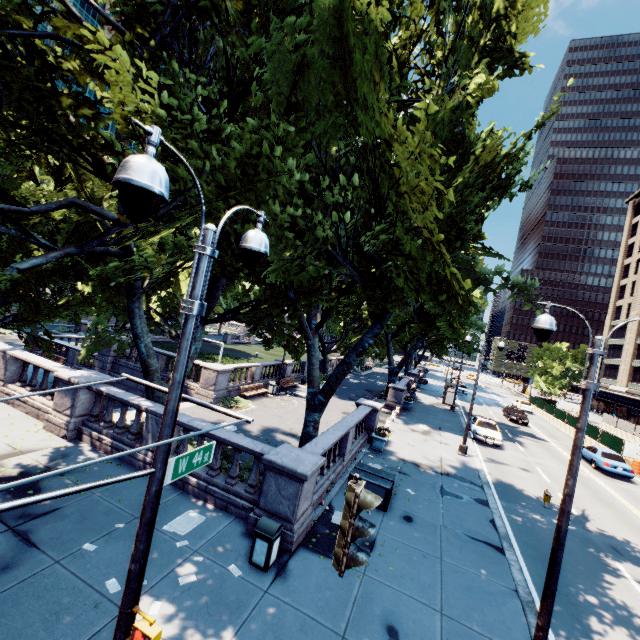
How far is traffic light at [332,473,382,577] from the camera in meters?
3.2

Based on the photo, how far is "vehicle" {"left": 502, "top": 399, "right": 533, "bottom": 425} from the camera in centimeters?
3447cm

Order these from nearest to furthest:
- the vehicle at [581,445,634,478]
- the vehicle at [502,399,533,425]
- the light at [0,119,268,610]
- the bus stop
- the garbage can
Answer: the light at [0,119,268,610], the garbage can, the vehicle at [581,445,634,478], the vehicle at [502,399,533,425], the bus stop

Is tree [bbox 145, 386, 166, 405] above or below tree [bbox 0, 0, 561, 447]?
below

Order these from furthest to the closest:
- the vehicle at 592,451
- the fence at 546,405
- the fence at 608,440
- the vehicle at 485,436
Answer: the fence at 546,405, the fence at 608,440, the vehicle at 485,436, the vehicle at 592,451

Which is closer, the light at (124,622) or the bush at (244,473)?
the light at (124,622)

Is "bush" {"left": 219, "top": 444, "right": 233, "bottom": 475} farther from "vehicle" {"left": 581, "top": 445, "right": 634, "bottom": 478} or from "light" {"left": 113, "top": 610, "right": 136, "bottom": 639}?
"vehicle" {"left": 581, "top": 445, "right": 634, "bottom": 478}

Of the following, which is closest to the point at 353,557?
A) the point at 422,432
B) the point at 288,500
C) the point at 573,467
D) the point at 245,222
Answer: the point at 573,467
